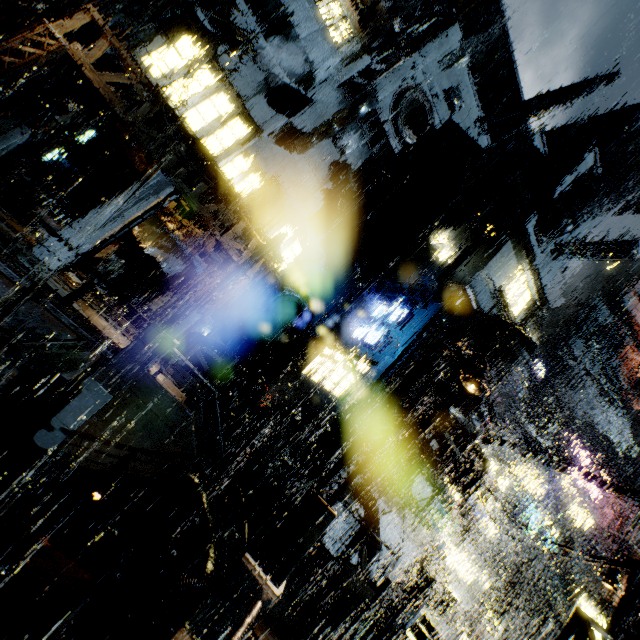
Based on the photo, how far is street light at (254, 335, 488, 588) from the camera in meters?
5.5

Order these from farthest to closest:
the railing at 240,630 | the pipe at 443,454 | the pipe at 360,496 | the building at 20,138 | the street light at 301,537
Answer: the pipe at 360,496 → the pipe at 443,454 → the building at 20,138 → the street light at 301,537 → the railing at 240,630

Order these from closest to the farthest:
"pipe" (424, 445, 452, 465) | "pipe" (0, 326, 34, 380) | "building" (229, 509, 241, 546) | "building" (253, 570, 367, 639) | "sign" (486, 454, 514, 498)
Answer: "building" (253, 570, 367, 639), "pipe" (0, 326, 34, 380), "building" (229, 509, 241, 546), "pipe" (424, 445, 452, 465), "sign" (486, 454, 514, 498)

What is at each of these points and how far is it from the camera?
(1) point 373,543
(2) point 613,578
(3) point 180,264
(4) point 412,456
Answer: (1) pipe, 15.5m
(2) street light, 10.8m
(3) cloth, 20.1m
(4) scaffolding, 13.9m

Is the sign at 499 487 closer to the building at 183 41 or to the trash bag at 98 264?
the building at 183 41

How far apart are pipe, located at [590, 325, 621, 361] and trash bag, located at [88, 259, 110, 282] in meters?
71.0

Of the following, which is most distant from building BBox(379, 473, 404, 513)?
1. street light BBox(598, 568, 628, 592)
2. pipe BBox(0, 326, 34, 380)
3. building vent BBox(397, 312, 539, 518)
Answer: pipe BBox(0, 326, 34, 380)

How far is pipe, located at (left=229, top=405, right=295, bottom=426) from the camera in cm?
1988
